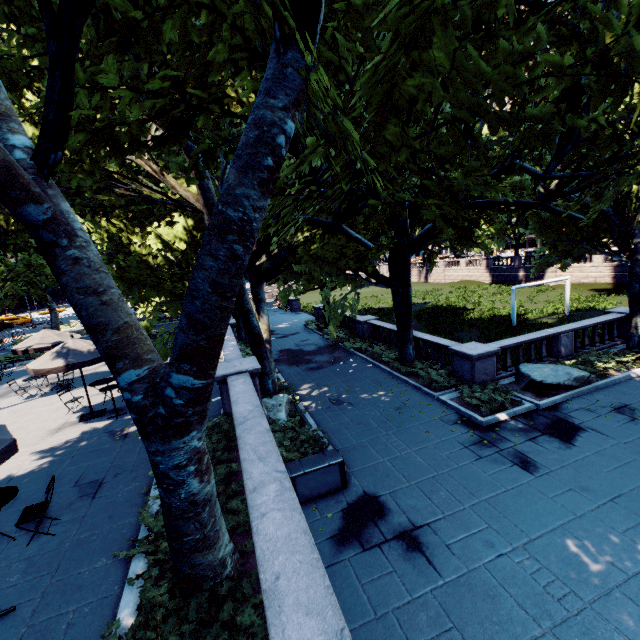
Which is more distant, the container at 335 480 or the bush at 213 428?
the container at 335 480

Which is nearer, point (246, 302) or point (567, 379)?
point (246, 302)

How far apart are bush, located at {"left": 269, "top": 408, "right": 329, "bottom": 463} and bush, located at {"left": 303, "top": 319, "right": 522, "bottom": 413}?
5.4m

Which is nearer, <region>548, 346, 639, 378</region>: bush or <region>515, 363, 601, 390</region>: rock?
<region>515, 363, 601, 390</region>: rock

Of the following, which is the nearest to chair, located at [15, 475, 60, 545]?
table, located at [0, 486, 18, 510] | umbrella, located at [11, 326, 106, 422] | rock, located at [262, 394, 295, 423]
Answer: table, located at [0, 486, 18, 510]

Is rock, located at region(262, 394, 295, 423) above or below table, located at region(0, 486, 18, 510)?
below

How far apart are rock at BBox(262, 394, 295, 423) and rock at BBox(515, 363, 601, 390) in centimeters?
937cm

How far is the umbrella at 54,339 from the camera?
10.43m
